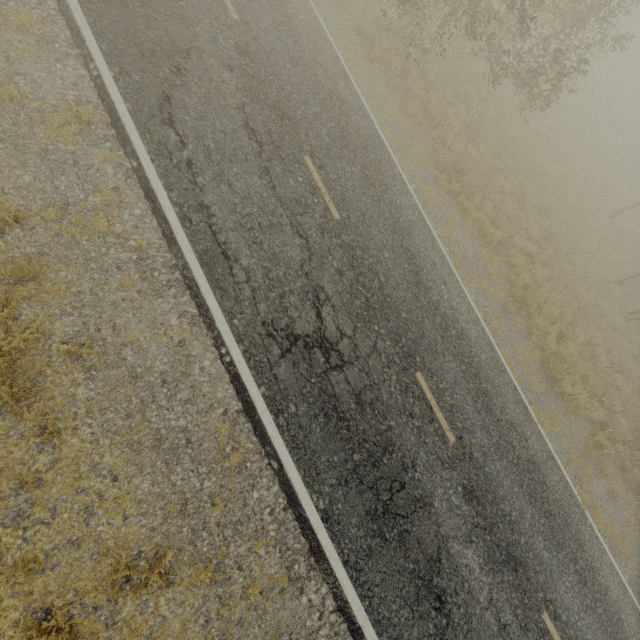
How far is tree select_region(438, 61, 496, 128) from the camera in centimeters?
1327cm

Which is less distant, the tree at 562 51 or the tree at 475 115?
the tree at 562 51

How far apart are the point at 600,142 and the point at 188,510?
36.4m

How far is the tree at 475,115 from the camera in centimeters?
1327cm

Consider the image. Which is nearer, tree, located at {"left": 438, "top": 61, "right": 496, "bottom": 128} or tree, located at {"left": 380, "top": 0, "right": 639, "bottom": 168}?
tree, located at {"left": 380, "top": 0, "right": 639, "bottom": 168}
